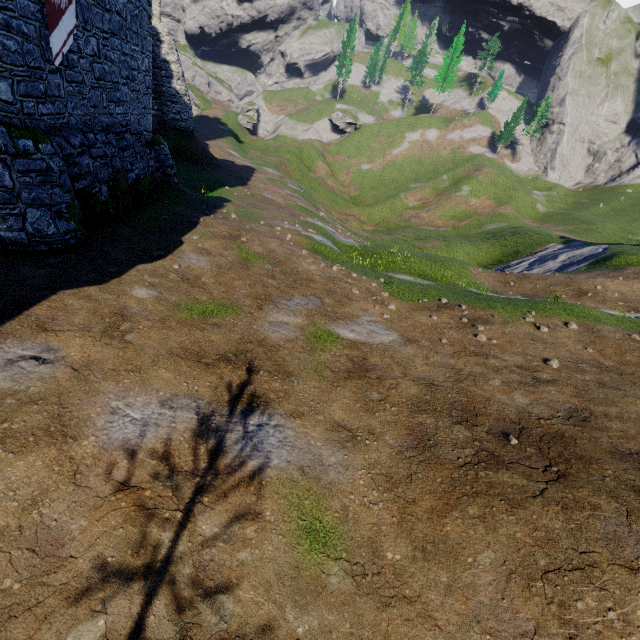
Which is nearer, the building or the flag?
the building

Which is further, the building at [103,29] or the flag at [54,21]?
the flag at [54,21]

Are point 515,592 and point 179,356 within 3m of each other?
no
